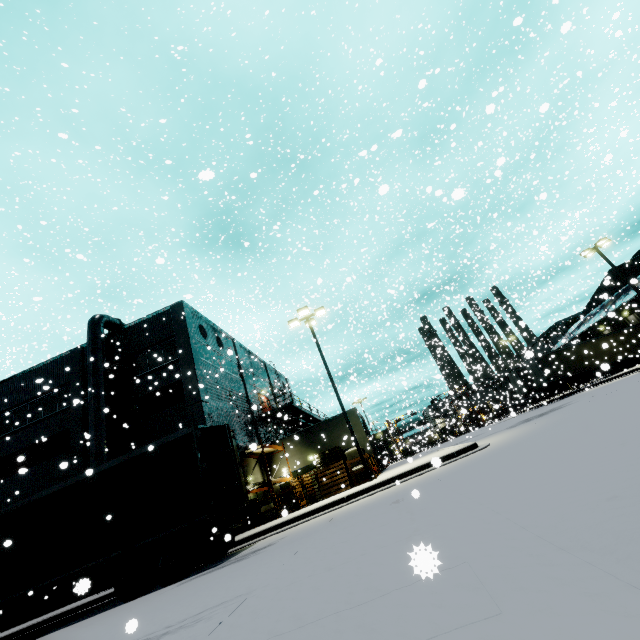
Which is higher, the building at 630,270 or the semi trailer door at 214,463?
the building at 630,270

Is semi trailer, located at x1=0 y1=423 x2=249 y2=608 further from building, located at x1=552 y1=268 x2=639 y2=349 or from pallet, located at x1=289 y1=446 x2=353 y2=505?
pallet, located at x1=289 y1=446 x2=353 y2=505

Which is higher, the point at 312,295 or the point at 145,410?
the point at 312,295

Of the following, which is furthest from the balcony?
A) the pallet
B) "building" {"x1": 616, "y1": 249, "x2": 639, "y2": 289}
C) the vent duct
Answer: the vent duct

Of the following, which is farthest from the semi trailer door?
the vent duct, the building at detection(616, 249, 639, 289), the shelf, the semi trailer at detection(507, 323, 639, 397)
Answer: the shelf

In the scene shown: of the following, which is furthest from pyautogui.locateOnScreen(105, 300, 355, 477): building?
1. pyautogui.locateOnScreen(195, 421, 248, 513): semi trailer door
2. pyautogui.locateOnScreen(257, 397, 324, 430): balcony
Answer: pyautogui.locateOnScreen(195, 421, 248, 513): semi trailer door

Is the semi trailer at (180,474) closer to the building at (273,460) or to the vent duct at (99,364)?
the building at (273,460)

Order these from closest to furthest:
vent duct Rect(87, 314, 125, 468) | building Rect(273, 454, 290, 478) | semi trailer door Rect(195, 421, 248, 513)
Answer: semi trailer door Rect(195, 421, 248, 513), vent duct Rect(87, 314, 125, 468), building Rect(273, 454, 290, 478)
